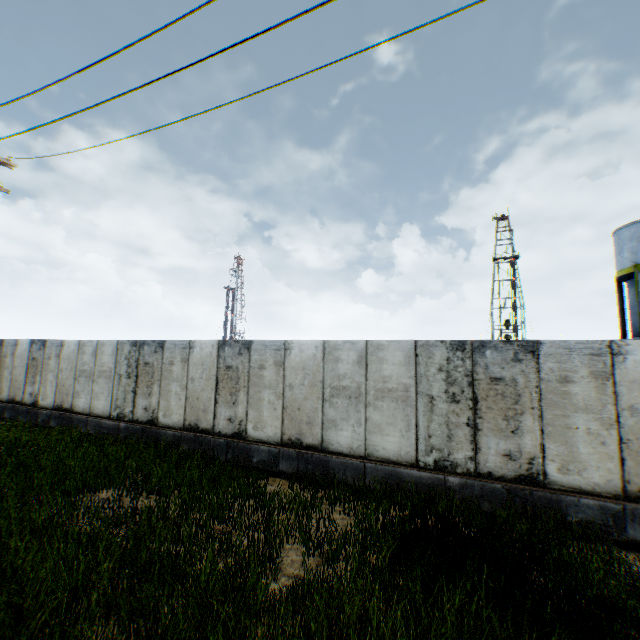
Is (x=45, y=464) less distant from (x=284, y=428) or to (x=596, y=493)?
(x=284, y=428)
